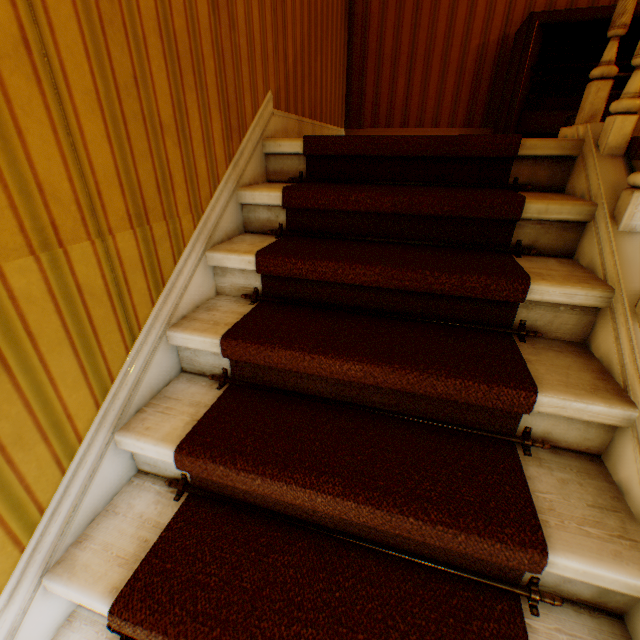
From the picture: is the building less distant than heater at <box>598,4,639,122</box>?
Yes

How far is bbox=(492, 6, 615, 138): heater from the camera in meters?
2.5

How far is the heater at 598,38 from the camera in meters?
2.5 m

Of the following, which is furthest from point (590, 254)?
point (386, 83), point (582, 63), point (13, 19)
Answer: point (386, 83)

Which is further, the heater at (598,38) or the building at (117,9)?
the heater at (598,38)
